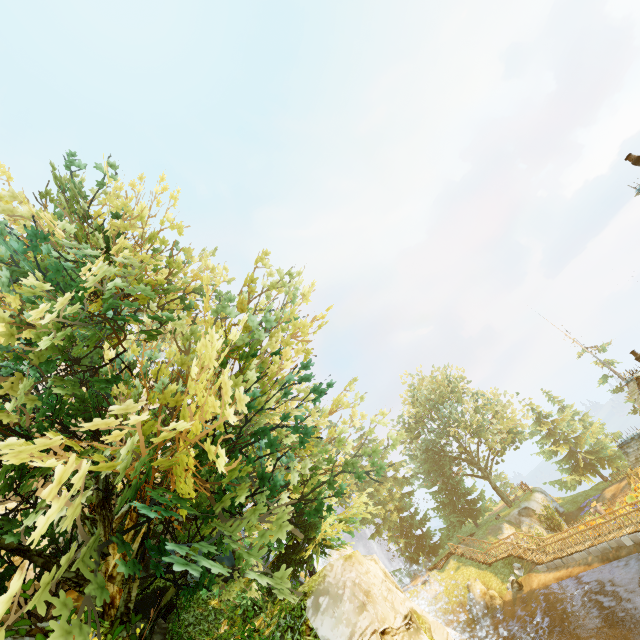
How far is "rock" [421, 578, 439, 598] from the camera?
30.5m

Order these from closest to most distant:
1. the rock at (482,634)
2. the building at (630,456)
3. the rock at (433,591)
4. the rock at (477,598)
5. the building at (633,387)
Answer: the building at (633,387) → the building at (630,456) → the rock at (482,634) → the rock at (477,598) → the rock at (433,591)

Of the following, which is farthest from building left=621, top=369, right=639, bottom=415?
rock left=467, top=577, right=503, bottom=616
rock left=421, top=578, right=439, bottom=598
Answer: rock left=421, top=578, right=439, bottom=598

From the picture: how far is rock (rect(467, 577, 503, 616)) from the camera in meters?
26.3

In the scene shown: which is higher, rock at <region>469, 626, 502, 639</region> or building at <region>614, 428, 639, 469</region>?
building at <region>614, 428, 639, 469</region>

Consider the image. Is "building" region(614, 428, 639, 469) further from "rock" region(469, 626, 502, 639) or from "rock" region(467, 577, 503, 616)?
"rock" region(467, 577, 503, 616)

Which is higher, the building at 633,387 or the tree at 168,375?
the tree at 168,375

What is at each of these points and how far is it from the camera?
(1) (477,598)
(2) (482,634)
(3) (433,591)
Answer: (1) rock, 27.6m
(2) rock, 24.7m
(3) rock, 30.8m
